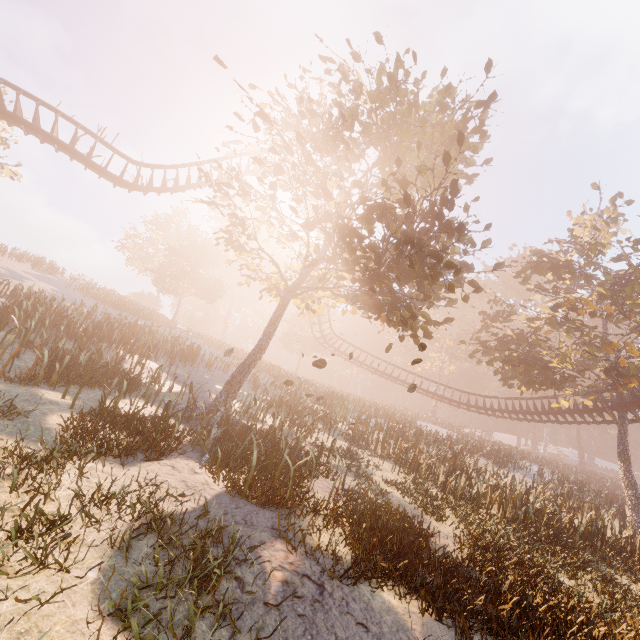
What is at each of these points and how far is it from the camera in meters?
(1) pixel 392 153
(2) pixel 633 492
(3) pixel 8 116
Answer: (1) tree, 12.1
(2) tree, 18.9
(3) roller coaster, 16.6

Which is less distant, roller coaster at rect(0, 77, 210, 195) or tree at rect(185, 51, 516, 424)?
tree at rect(185, 51, 516, 424)

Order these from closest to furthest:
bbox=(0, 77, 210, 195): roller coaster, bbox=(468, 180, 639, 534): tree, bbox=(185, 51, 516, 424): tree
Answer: bbox=(185, 51, 516, 424): tree → bbox=(0, 77, 210, 195): roller coaster → bbox=(468, 180, 639, 534): tree

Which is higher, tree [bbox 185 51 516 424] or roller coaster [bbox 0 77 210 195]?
roller coaster [bbox 0 77 210 195]

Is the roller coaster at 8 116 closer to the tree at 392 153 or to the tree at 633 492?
the tree at 633 492

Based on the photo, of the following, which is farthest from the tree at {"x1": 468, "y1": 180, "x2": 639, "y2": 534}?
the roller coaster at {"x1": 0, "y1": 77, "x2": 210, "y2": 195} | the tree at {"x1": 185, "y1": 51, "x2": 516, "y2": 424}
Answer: the tree at {"x1": 185, "y1": 51, "x2": 516, "y2": 424}

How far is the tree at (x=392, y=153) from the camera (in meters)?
9.21

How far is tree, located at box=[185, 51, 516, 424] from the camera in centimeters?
921cm
